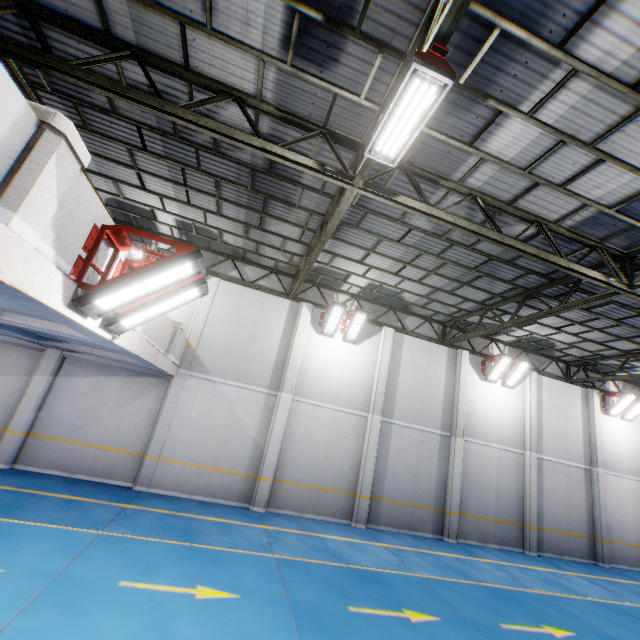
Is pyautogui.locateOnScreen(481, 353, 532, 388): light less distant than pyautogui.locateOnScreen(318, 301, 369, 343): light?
No

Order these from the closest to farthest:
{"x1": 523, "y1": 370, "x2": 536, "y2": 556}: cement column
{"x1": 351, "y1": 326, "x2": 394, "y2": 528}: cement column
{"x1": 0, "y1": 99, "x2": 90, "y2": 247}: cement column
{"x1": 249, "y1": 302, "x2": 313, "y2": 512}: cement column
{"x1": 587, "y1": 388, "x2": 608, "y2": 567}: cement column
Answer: {"x1": 0, "y1": 99, "x2": 90, "y2": 247}: cement column < {"x1": 249, "y1": 302, "x2": 313, "y2": 512}: cement column < {"x1": 351, "y1": 326, "x2": 394, "y2": 528}: cement column < {"x1": 523, "y1": 370, "x2": 536, "y2": 556}: cement column < {"x1": 587, "y1": 388, "x2": 608, "y2": 567}: cement column

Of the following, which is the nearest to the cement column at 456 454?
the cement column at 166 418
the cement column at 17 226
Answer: the cement column at 166 418

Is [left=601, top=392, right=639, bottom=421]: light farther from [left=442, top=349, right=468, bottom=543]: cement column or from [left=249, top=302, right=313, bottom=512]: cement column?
[left=249, top=302, right=313, bottom=512]: cement column

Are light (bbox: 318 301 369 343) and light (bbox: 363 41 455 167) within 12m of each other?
yes

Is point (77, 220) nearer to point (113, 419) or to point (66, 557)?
point (66, 557)

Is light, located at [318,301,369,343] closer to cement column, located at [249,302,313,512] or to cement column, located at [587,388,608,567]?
cement column, located at [249,302,313,512]

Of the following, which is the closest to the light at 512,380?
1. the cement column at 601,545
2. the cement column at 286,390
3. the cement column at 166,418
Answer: the cement column at 601,545
